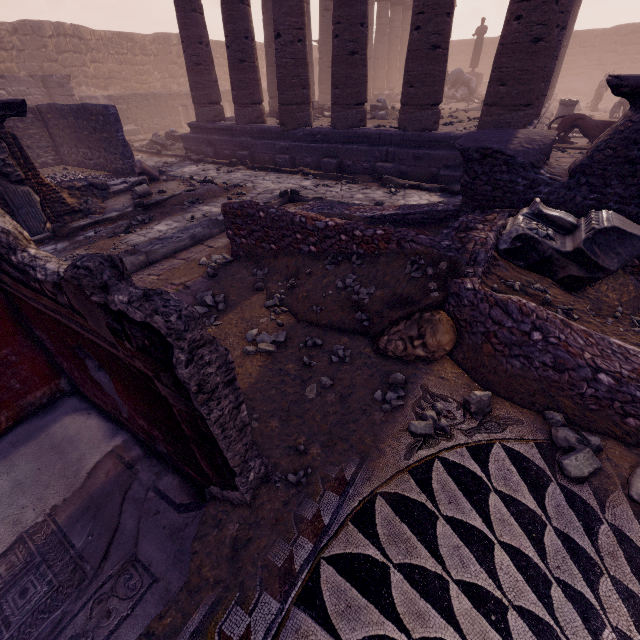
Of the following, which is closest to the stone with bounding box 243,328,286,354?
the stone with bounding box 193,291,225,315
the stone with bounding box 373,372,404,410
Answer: the stone with bounding box 193,291,225,315

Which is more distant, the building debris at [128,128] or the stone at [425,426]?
the building debris at [128,128]

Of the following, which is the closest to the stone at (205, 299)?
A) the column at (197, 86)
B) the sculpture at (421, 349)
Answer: the sculpture at (421, 349)

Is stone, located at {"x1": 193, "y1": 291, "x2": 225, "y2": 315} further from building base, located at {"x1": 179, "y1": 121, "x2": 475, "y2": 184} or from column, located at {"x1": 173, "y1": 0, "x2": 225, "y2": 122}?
column, located at {"x1": 173, "y1": 0, "x2": 225, "y2": 122}

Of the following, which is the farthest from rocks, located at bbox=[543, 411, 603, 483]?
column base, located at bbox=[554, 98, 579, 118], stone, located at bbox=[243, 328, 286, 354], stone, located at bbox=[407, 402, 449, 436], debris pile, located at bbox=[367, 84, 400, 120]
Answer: column base, located at bbox=[554, 98, 579, 118]

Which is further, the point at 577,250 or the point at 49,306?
the point at 577,250

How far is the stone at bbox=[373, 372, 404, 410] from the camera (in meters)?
2.73

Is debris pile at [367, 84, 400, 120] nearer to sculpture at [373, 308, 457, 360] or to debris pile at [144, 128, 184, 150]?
debris pile at [144, 128, 184, 150]
